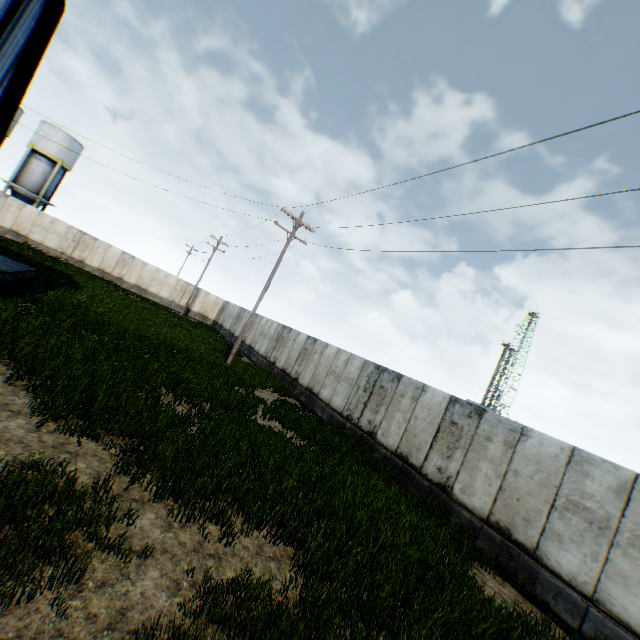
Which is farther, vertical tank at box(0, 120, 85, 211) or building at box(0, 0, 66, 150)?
vertical tank at box(0, 120, 85, 211)

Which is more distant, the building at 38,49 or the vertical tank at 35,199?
the vertical tank at 35,199

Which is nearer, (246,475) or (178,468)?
(178,468)
